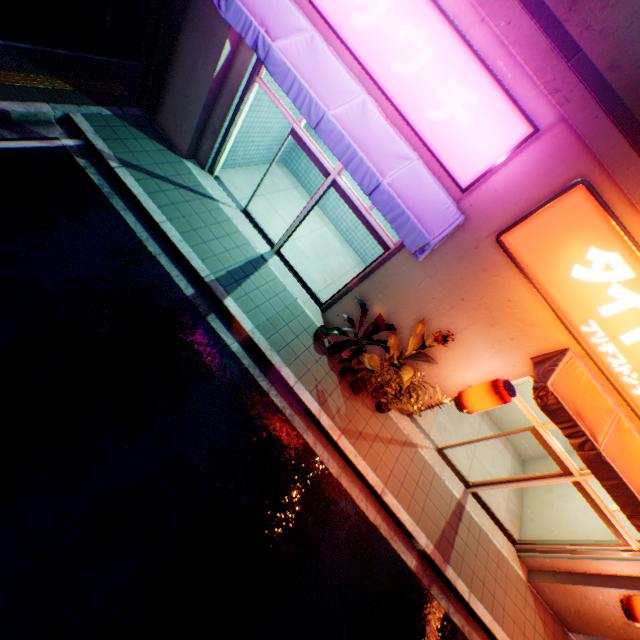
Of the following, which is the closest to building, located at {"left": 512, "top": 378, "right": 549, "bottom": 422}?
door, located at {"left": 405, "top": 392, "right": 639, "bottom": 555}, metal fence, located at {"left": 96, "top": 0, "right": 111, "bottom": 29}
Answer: door, located at {"left": 405, "top": 392, "right": 639, "bottom": 555}

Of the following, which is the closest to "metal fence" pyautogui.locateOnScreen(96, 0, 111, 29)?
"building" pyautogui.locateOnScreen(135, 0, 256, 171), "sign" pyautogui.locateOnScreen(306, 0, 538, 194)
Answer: "building" pyautogui.locateOnScreen(135, 0, 256, 171)

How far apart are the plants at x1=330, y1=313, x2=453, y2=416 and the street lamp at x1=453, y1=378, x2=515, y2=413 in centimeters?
64cm

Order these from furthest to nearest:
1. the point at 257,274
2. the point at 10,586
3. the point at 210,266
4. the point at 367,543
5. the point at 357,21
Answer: the point at 257,274
the point at 210,266
the point at 367,543
the point at 357,21
the point at 10,586

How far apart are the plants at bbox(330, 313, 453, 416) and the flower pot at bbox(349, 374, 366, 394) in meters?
0.5

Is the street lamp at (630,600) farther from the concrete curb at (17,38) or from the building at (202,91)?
the concrete curb at (17,38)

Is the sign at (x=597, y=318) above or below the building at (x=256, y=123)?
above
